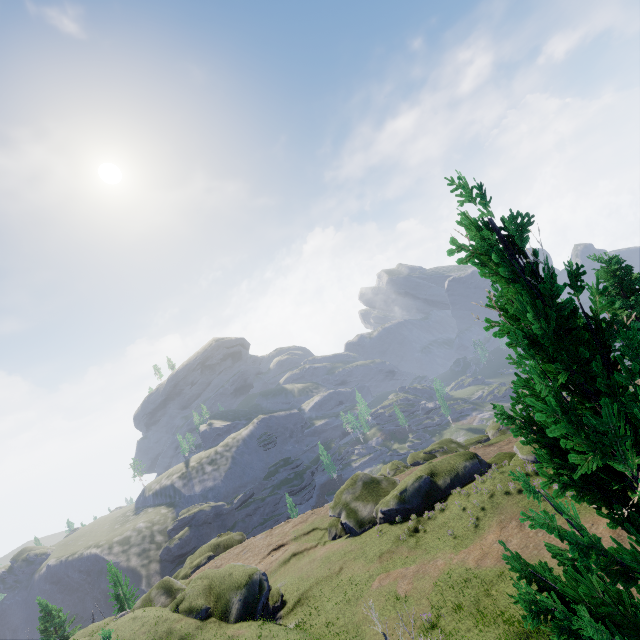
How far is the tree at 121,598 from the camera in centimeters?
4388cm

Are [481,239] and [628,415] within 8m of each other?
yes

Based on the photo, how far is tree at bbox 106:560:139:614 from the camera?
43.9m
